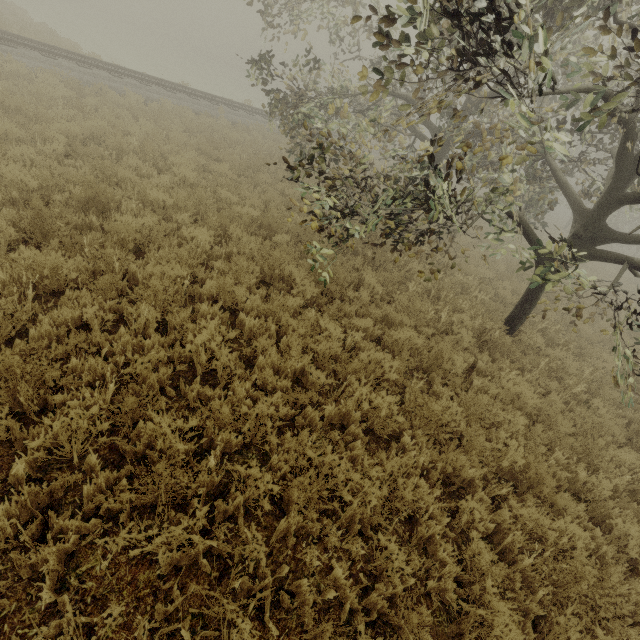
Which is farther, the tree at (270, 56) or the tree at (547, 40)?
the tree at (270, 56)

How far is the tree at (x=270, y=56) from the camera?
8.5m

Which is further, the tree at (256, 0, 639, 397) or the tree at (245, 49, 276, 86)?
the tree at (245, 49, 276, 86)

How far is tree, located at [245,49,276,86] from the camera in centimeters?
853cm

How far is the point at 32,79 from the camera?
11.16m
